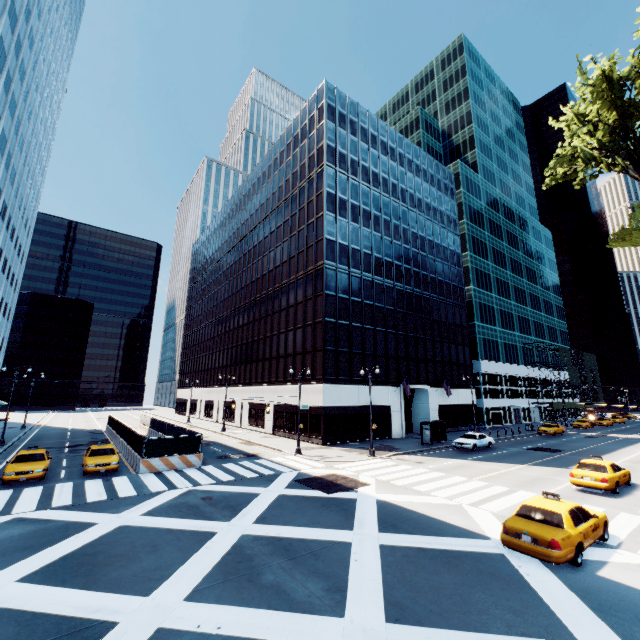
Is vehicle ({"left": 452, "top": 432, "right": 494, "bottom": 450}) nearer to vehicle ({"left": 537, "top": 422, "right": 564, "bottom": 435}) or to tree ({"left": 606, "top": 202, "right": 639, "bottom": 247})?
vehicle ({"left": 537, "top": 422, "right": 564, "bottom": 435})

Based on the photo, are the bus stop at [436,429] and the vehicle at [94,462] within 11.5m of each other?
no

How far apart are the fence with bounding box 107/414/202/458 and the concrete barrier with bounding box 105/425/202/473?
0.0 meters

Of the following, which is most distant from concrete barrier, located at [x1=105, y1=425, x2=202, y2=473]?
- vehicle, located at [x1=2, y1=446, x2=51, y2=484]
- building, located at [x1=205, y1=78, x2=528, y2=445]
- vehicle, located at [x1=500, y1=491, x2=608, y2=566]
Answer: vehicle, located at [x1=500, y1=491, x2=608, y2=566]

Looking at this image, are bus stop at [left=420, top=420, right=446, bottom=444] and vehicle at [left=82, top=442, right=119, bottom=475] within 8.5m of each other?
no

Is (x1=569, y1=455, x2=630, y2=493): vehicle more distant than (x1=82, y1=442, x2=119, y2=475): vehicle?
No

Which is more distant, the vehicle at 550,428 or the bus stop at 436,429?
the vehicle at 550,428

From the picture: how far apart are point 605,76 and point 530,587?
16.49m
